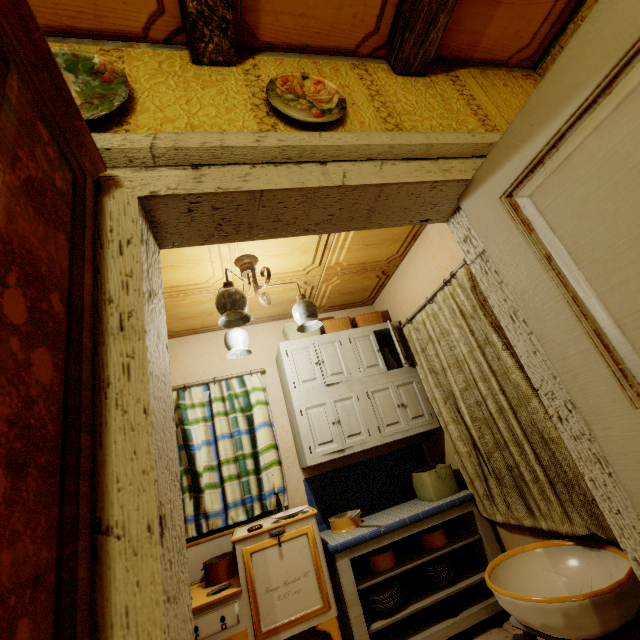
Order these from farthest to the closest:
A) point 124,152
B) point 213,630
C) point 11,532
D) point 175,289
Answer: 1. point 175,289
2. point 213,630
3. point 124,152
4. point 11,532

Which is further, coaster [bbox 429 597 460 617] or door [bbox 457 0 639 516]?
coaster [bbox 429 597 460 617]

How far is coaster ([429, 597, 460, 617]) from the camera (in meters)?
2.29

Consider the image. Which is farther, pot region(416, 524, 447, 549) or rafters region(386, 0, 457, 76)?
pot region(416, 524, 447, 549)

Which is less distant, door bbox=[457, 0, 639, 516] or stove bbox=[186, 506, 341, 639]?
door bbox=[457, 0, 639, 516]

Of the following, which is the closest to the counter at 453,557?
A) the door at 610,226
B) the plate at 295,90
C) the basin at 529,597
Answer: the basin at 529,597

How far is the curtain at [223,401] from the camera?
2.7m

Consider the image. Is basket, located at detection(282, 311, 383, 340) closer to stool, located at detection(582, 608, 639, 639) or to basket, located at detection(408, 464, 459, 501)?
basket, located at detection(408, 464, 459, 501)
